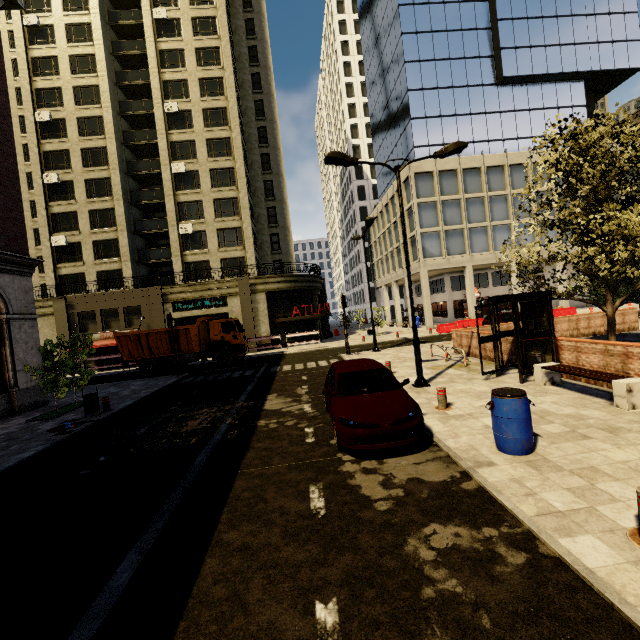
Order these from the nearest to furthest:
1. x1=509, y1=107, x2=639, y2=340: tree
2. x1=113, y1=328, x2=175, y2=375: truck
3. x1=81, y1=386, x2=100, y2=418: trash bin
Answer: x1=509, y1=107, x2=639, y2=340: tree
x1=81, y1=386, x2=100, y2=418: trash bin
x1=113, y1=328, x2=175, y2=375: truck

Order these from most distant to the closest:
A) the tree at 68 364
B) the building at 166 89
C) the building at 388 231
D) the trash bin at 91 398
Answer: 1. the building at 388 231
2. the building at 166 89
3. the tree at 68 364
4. the trash bin at 91 398

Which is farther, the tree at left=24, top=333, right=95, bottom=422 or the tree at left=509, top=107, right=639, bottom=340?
the tree at left=24, top=333, right=95, bottom=422

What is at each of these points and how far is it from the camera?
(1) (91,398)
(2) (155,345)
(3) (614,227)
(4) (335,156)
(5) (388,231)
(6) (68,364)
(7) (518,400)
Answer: (1) trash bin, 11.6 meters
(2) truck, 21.4 meters
(3) tree, 8.9 meters
(4) street light, 10.4 meters
(5) building, 41.9 meters
(6) tree, 13.3 meters
(7) barrel, 5.5 meters

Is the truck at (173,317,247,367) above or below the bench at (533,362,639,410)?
above

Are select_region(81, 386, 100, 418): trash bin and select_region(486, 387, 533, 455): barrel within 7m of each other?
no

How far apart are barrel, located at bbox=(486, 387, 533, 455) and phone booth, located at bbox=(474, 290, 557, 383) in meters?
4.4

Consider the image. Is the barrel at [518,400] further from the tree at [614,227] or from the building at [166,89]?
the building at [166,89]
